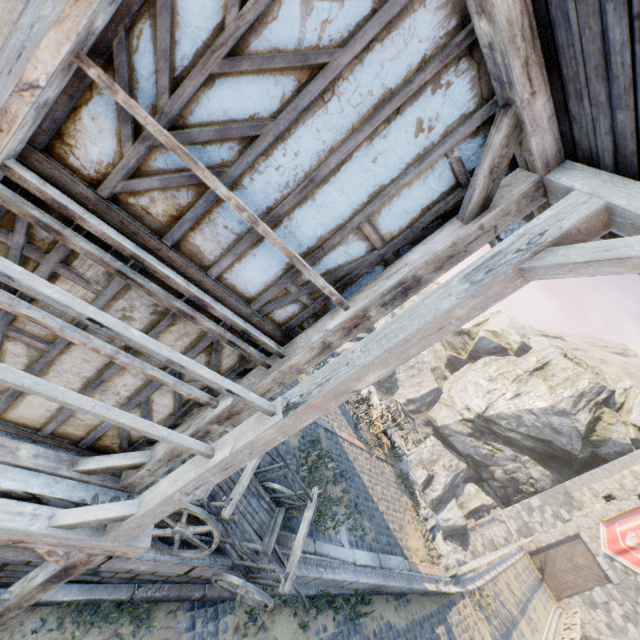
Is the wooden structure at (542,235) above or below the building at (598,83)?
below

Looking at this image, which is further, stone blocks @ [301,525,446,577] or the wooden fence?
the wooden fence

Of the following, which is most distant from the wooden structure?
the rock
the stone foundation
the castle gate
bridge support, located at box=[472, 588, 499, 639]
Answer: the castle gate

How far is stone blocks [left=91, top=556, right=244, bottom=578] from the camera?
4.6 meters

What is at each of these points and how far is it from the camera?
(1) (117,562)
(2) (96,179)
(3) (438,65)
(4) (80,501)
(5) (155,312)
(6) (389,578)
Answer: (1) stone blocks, 4.66m
(2) building, 2.30m
(3) building, 2.22m
(4) stone foundation, 3.78m
(5) building, 3.07m
(6) stone gutter, 9.23m

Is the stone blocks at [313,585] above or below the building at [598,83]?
below

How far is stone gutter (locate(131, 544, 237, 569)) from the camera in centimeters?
481cm

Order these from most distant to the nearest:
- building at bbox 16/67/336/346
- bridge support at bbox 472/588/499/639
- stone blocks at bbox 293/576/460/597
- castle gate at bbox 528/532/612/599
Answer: castle gate at bbox 528/532/612/599
bridge support at bbox 472/588/499/639
stone blocks at bbox 293/576/460/597
building at bbox 16/67/336/346
